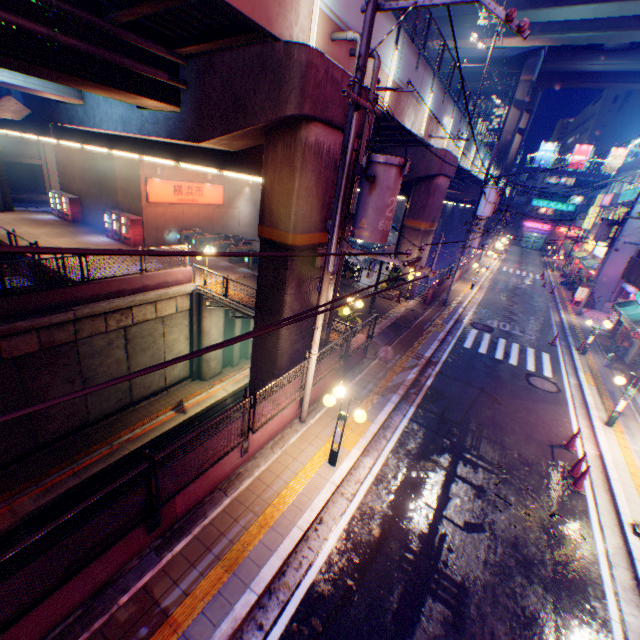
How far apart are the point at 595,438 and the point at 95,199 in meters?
33.6 m

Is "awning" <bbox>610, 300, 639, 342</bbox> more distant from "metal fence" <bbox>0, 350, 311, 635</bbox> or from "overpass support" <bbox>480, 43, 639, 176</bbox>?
"overpass support" <bbox>480, 43, 639, 176</bbox>

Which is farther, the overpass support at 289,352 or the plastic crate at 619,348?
the plastic crate at 619,348

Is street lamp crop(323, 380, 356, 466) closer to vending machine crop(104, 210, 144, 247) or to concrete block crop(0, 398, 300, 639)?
concrete block crop(0, 398, 300, 639)

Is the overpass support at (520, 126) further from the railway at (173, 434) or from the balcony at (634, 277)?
the balcony at (634, 277)

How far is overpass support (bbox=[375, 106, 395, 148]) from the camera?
12.9m

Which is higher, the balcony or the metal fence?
the balcony

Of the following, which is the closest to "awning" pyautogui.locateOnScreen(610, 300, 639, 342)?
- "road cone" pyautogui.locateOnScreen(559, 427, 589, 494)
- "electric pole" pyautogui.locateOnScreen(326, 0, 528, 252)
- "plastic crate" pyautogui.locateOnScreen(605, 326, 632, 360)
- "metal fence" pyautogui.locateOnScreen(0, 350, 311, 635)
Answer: "plastic crate" pyautogui.locateOnScreen(605, 326, 632, 360)
